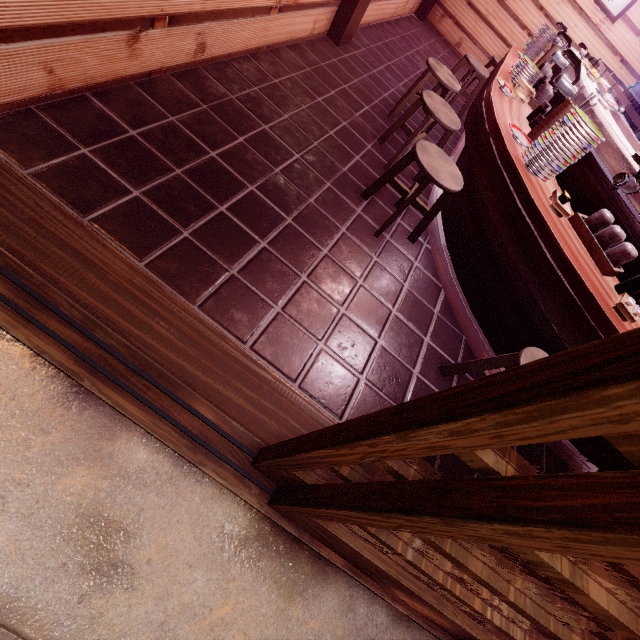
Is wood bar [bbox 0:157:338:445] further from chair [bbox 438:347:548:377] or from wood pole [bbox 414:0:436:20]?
wood pole [bbox 414:0:436:20]

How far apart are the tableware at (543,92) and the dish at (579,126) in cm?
266

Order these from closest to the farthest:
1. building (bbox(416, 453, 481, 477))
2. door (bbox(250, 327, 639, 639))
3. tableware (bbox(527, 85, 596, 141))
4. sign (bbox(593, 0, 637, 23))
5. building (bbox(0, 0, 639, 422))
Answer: door (bbox(250, 327, 639, 639))
building (bbox(0, 0, 639, 422))
building (bbox(416, 453, 481, 477))
tableware (bbox(527, 85, 596, 141))
sign (bbox(593, 0, 637, 23))

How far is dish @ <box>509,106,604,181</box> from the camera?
3.5m

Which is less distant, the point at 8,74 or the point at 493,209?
the point at 8,74

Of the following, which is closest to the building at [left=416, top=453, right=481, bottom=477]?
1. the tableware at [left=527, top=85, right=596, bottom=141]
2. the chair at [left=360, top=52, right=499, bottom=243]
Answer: the chair at [left=360, top=52, right=499, bottom=243]

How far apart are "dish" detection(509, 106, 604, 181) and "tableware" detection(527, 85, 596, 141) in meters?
0.8 m

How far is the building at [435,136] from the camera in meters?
7.7 m
